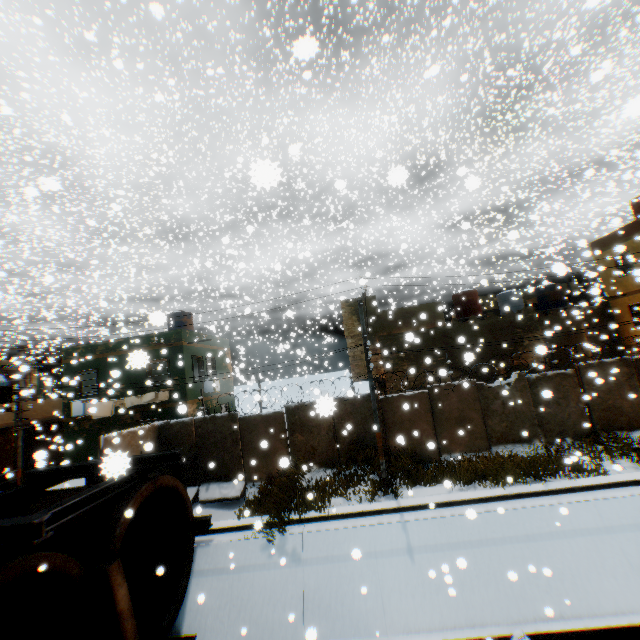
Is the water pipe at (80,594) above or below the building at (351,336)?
below

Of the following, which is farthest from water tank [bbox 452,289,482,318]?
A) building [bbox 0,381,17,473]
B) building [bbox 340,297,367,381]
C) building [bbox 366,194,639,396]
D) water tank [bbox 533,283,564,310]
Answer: building [bbox 0,381,17,473]

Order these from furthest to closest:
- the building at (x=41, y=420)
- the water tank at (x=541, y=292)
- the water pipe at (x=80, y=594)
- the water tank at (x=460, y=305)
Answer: the water tank at (x=541, y=292), the water tank at (x=460, y=305), the building at (x=41, y=420), the water pipe at (x=80, y=594)

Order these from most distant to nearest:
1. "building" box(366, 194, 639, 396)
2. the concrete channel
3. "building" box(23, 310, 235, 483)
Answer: "building" box(366, 194, 639, 396)
"building" box(23, 310, 235, 483)
the concrete channel

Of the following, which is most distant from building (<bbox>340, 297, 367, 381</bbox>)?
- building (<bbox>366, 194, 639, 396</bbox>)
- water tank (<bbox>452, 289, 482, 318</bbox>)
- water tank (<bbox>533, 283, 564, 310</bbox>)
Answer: water tank (<bbox>533, 283, 564, 310</bbox>)

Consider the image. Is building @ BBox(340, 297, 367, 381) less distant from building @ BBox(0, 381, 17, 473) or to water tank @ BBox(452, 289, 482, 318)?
building @ BBox(0, 381, 17, 473)

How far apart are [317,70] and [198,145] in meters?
10.8

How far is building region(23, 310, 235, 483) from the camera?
16.4 meters
